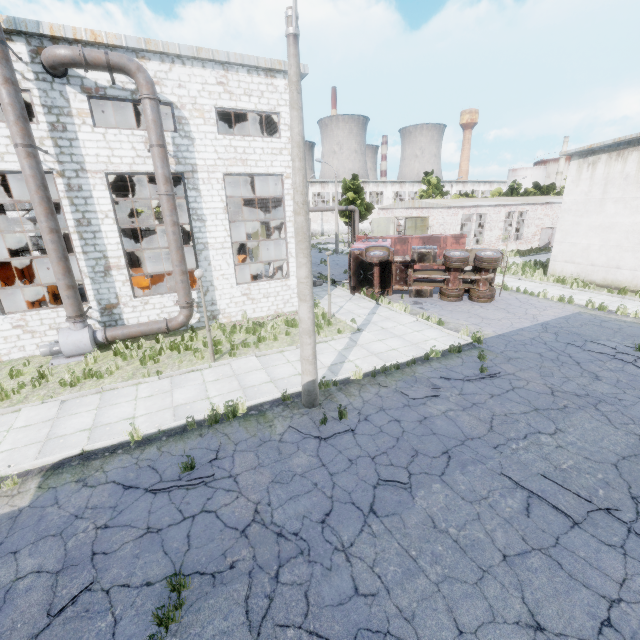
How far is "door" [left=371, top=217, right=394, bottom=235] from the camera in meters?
38.0 m

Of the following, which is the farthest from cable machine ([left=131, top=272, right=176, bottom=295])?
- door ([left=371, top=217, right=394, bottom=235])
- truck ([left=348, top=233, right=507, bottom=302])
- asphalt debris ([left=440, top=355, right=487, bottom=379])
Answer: door ([left=371, top=217, right=394, bottom=235])

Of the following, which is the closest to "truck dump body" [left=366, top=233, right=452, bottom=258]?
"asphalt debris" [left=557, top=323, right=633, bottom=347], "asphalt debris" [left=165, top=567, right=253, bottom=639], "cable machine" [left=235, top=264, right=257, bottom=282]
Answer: "cable machine" [left=235, top=264, right=257, bottom=282]

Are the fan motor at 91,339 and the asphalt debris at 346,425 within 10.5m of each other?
yes

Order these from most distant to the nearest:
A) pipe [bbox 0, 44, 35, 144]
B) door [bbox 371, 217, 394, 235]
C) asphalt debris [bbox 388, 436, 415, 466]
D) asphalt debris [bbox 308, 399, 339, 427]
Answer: door [bbox 371, 217, 394, 235] → pipe [bbox 0, 44, 35, 144] → asphalt debris [bbox 308, 399, 339, 427] → asphalt debris [bbox 388, 436, 415, 466]

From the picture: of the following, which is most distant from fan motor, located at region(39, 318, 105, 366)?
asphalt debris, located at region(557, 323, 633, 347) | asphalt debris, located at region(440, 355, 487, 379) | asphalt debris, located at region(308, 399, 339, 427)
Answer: asphalt debris, located at region(557, 323, 633, 347)

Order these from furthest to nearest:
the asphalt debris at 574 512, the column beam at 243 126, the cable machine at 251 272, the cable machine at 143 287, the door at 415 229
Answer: the door at 415 229 → the column beam at 243 126 → the cable machine at 251 272 → the cable machine at 143 287 → the asphalt debris at 574 512

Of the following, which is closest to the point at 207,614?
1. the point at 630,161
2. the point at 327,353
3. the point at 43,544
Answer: the point at 43,544
